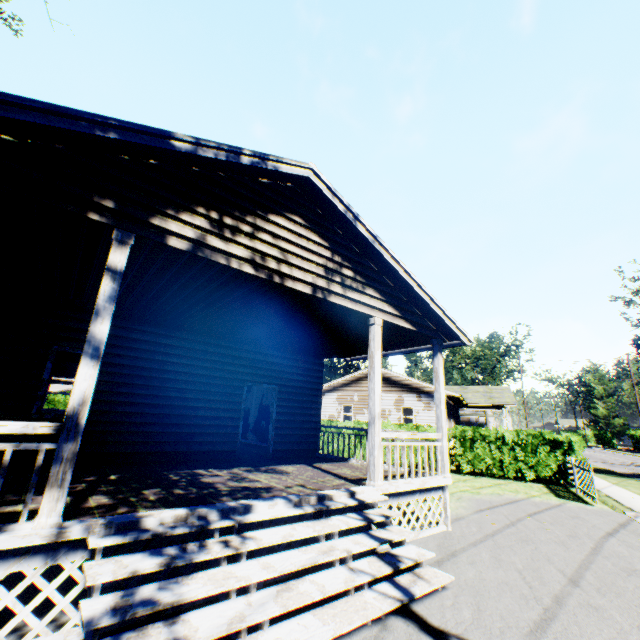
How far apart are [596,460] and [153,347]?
36.76m

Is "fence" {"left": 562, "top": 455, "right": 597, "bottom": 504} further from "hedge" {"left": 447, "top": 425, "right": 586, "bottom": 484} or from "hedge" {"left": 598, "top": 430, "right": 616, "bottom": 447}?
"hedge" {"left": 598, "top": 430, "right": 616, "bottom": 447}

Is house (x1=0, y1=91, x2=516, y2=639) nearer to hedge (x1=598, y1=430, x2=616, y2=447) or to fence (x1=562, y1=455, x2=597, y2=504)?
fence (x1=562, y1=455, x2=597, y2=504)

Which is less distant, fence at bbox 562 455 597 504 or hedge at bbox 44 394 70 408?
fence at bbox 562 455 597 504

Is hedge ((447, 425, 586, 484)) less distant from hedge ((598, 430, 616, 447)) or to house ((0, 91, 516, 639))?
house ((0, 91, 516, 639))

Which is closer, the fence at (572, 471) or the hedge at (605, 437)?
the fence at (572, 471)

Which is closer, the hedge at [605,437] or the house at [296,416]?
the house at [296,416]

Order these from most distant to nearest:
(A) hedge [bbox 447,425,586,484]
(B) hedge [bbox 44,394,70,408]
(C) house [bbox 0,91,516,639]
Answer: (B) hedge [bbox 44,394,70,408] → (A) hedge [bbox 447,425,586,484] → (C) house [bbox 0,91,516,639]
